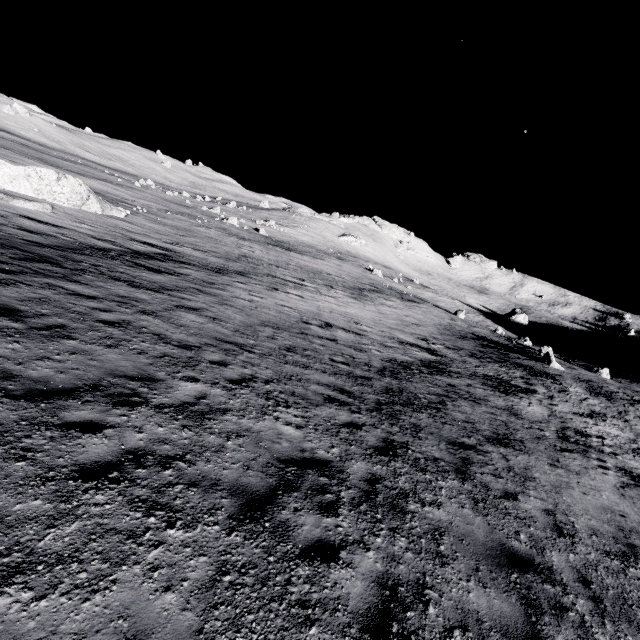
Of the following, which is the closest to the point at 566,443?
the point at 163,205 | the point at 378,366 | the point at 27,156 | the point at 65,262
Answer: the point at 378,366
